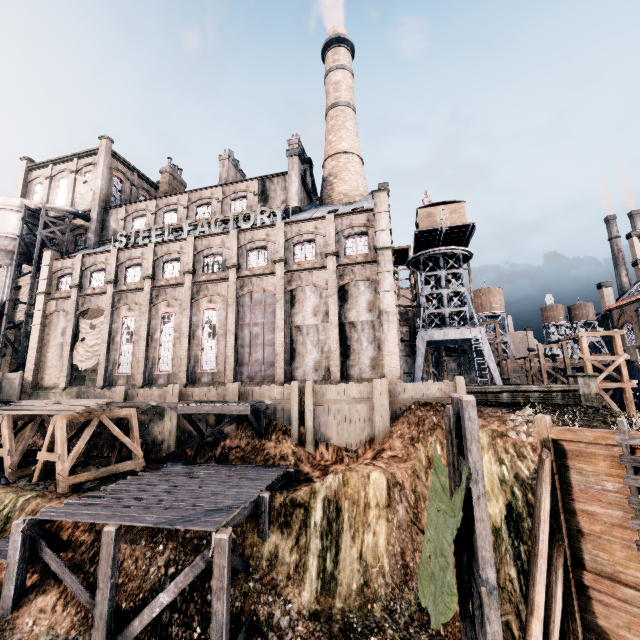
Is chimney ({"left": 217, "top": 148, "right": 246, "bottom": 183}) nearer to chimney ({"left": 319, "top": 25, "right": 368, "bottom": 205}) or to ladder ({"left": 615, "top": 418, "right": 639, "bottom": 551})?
chimney ({"left": 319, "top": 25, "right": 368, "bottom": 205})

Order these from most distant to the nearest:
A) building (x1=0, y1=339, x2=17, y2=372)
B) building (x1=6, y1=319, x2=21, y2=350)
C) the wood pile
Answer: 1. building (x1=6, y1=319, x2=21, y2=350)
2. building (x1=0, y1=339, x2=17, y2=372)
3. the wood pile

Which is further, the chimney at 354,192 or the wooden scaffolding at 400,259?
the wooden scaffolding at 400,259

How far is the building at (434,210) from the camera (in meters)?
36.88

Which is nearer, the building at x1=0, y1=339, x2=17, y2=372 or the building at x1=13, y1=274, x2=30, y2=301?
the building at x1=0, y1=339, x2=17, y2=372

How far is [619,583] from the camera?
9.3 meters

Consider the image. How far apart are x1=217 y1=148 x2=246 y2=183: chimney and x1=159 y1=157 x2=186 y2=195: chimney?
7.5 meters

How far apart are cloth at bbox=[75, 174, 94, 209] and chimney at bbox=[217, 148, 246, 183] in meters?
16.2
